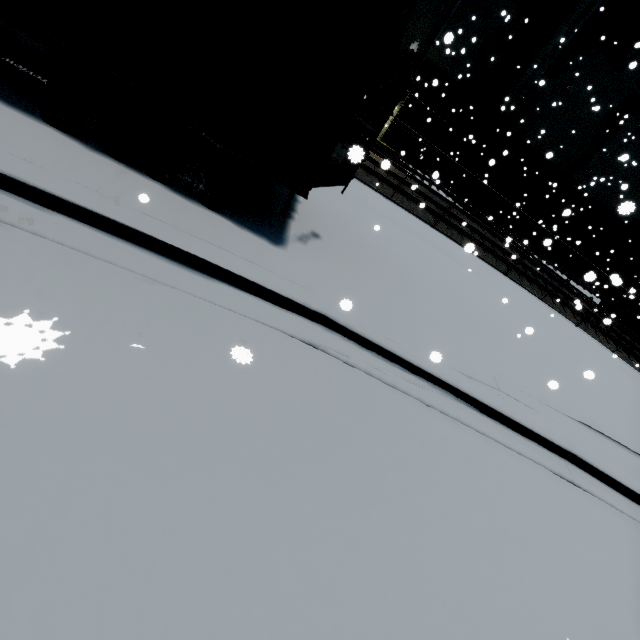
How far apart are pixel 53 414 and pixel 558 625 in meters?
4.9

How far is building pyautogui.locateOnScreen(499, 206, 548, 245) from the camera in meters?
25.1 m

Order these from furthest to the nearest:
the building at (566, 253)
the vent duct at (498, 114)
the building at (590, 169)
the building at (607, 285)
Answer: the building at (566, 253) < the building at (590, 169) < the vent duct at (498, 114) < the building at (607, 285)

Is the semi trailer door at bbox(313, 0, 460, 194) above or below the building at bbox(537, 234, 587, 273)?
above

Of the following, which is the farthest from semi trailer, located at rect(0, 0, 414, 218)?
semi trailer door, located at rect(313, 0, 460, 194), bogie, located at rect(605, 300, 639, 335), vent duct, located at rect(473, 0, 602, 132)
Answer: bogie, located at rect(605, 300, 639, 335)

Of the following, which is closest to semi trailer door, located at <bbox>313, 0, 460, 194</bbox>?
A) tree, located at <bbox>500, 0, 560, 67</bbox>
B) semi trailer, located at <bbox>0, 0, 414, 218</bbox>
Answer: semi trailer, located at <bbox>0, 0, 414, 218</bbox>

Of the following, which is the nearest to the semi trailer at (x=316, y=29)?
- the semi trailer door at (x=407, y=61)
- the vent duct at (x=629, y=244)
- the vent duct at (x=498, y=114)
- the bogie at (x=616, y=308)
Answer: the semi trailer door at (x=407, y=61)
